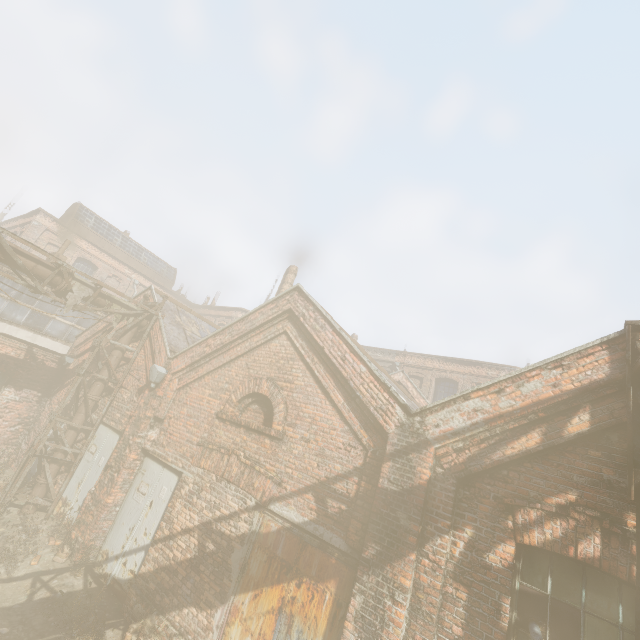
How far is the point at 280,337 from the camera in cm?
761

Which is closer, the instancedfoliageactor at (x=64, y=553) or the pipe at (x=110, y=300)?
the instancedfoliageactor at (x=64, y=553)

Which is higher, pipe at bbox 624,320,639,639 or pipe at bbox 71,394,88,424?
pipe at bbox 624,320,639,639

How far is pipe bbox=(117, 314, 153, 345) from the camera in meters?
10.1 m

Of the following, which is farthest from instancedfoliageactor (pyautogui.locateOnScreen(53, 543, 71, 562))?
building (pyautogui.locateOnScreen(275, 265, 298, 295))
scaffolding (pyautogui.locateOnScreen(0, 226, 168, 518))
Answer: building (pyautogui.locateOnScreen(275, 265, 298, 295))

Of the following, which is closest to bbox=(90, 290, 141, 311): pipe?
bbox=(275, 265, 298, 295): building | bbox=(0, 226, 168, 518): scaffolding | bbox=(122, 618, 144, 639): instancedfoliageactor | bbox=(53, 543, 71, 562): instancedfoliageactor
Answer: bbox=(0, 226, 168, 518): scaffolding

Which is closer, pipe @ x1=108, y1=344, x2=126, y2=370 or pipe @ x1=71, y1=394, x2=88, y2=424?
pipe @ x1=71, y1=394, x2=88, y2=424

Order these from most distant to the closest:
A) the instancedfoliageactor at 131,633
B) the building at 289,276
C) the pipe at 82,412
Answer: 1. the building at 289,276
2. the pipe at 82,412
3. the instancedfoliageactor at 131,633
